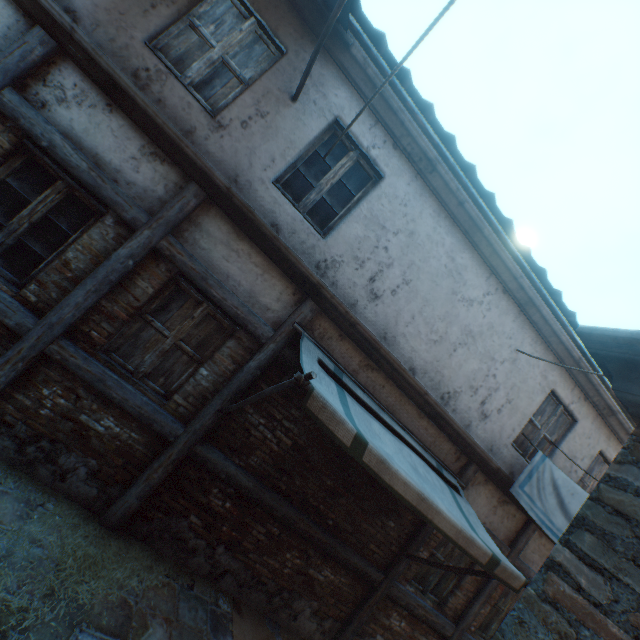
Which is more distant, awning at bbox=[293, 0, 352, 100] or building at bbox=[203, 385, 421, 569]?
building at bbox=[203, 385, 421, 569]

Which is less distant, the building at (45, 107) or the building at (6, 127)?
the building at (45, 107)

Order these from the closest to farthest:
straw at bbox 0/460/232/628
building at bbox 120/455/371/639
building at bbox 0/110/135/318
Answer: straw at bbox 0/460/232/628 → building at bbox 0/110/135/318 → building at bbox 120/455/371/639

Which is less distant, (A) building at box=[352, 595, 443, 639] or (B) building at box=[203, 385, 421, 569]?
(B) building at box=[203, 385, 421, 569]

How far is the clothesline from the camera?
4.6m

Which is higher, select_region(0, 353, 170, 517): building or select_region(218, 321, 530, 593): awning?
select_region(218, 321, 530, 593): awning

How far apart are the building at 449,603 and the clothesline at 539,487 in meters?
1.0 m

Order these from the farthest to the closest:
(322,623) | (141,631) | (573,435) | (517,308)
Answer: (573,435)
(517,308)
(322,623)
(141,631)
